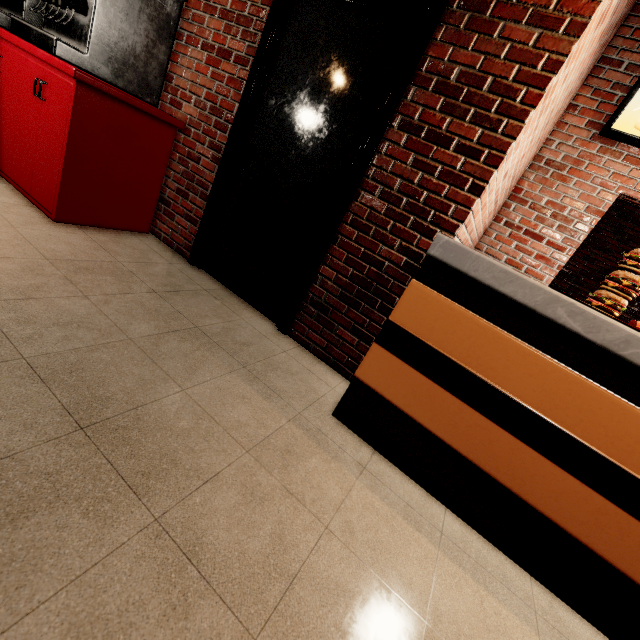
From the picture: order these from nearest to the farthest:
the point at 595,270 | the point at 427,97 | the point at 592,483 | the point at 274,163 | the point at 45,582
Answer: the point at 45,582 < the point at 592,483 < the point at 427,97 < the point at 274,163 < the point at 595,270
